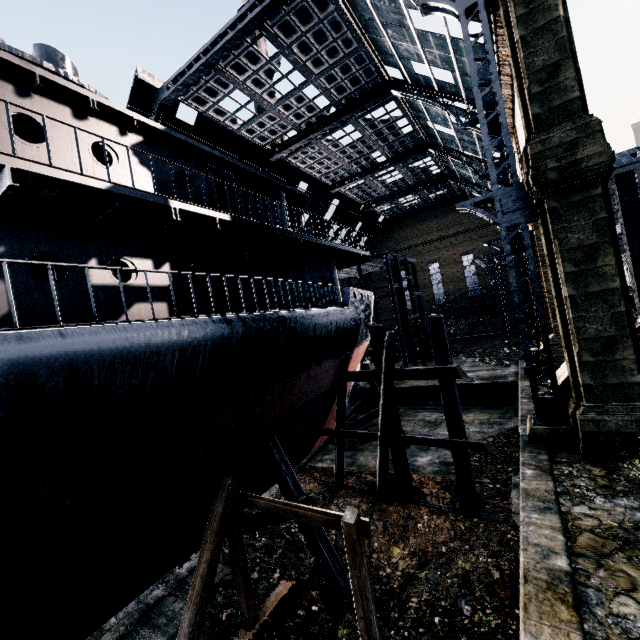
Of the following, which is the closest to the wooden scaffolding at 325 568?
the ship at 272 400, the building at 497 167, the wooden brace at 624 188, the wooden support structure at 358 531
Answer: the ship at 272 400

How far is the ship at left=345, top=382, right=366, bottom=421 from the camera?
20.81m

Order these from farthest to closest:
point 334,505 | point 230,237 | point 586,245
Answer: point 334,505 < point 230,237 < point 586,245

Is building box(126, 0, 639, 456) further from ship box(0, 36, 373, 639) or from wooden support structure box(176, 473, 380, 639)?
wooden support structure box(176, 473, 380, 639)

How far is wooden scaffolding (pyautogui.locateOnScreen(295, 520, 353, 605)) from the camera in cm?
949

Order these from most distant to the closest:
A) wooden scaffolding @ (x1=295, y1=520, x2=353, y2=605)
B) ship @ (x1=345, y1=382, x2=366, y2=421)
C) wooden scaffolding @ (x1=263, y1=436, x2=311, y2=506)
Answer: ship @ (x1=345, y1=382, x2=366, y2=421) → wooden scaffolding @ (x1=263, y1=436, x2=311, y2=506) → wooden scaffolding @ (x1=295, y1=520, x2=353, y2=605)

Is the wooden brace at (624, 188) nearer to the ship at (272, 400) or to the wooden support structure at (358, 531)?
the ship at (272, 400)
